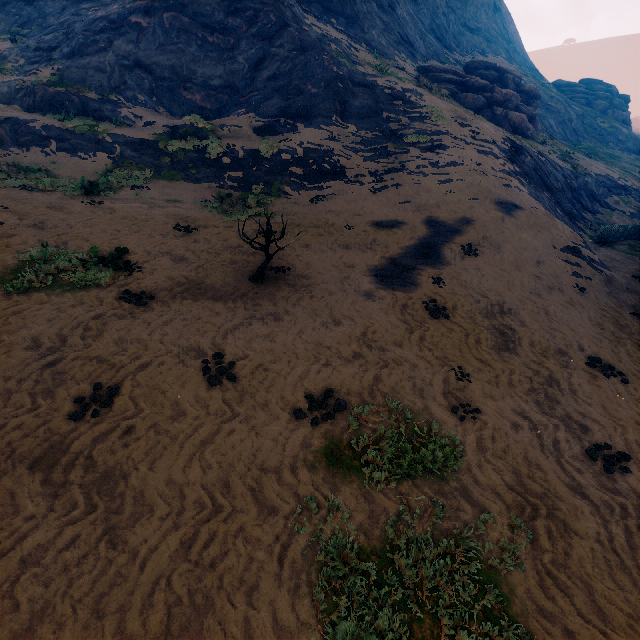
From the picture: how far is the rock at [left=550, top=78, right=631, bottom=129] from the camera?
50.59m

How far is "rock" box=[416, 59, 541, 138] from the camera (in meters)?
26.16

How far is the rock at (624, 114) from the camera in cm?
5059

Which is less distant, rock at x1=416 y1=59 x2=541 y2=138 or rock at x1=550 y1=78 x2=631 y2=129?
rock at x1=416 y1=59 x2=541 y2=138

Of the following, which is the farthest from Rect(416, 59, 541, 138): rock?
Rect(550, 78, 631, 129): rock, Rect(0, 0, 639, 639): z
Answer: Rect(550, 78, 631, 129): rock

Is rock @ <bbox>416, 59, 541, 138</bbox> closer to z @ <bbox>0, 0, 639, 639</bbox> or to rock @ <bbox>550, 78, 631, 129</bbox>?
z @ <bbox>0, 0, 639, 639</bbox>

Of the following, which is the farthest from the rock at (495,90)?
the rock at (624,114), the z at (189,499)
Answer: the rock at (624,114)

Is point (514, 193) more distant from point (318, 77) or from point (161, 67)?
point (161, 67)
